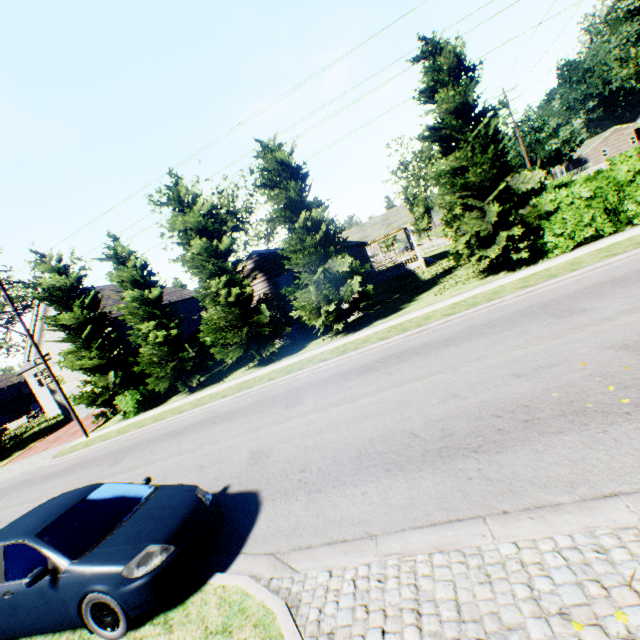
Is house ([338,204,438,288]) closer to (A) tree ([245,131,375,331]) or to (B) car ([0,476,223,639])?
(A) tree ([245,131,375,331])

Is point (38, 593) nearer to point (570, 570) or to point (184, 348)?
point (570, 570)

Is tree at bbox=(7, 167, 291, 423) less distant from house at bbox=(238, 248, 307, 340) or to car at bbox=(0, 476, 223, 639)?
A: house at bbox=(238, 248, 307, 340)

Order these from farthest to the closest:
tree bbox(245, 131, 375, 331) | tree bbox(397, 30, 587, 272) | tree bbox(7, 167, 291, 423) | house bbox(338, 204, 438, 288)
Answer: house bbox(338, 204, 438, 288)
tree bbox(7, 167, 291, 423)
tree bbox(245, 131, 375, 331)
tree bbox(397, 30, 587, 272)

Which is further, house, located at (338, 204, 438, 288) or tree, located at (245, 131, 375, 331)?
house, located at (338, 204, 438, 288)

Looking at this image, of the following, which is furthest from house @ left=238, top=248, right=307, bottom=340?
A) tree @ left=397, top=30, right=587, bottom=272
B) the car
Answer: the car

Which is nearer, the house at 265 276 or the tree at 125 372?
the tree at 125 372

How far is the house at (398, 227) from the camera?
28.02m
